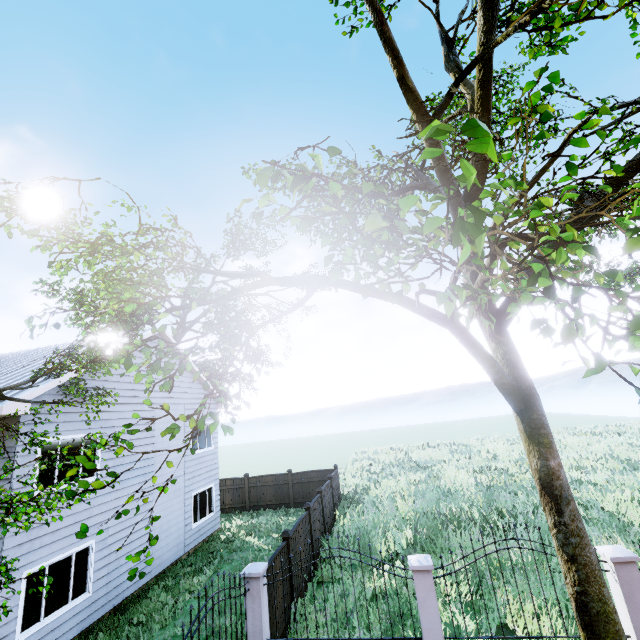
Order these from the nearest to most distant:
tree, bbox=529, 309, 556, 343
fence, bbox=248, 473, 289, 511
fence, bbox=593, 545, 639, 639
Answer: tree, bbox=529, 309, 556, 343, fence, bbox=593, 545, 639, 639, fence, bbox=248, 473, 289, 511

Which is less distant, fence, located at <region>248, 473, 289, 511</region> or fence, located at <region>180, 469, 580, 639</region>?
fence, located at <region>180, 469, 580, 639</region>

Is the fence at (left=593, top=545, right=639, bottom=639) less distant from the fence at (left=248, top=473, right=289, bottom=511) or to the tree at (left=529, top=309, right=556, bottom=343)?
the tree at (left=529, top=309, right=556, bottom=343)

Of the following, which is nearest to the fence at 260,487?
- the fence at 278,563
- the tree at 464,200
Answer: the tree at 464,200

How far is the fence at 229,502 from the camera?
18.9m

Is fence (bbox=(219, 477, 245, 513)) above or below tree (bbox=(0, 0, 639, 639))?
below

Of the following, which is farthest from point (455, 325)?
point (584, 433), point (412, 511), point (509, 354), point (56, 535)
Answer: point (584, 433)

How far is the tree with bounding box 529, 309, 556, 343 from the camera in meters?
2.1
